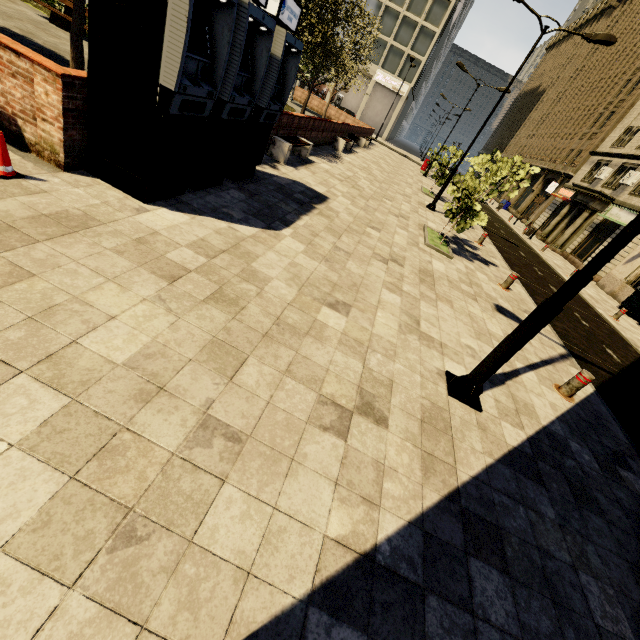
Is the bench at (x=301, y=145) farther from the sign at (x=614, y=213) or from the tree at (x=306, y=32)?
the sign at (x=614, y=213)

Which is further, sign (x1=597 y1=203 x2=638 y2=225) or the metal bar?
sign (x1=597 y1=203 x2=638 y2=225)

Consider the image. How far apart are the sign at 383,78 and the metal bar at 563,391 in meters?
49.2

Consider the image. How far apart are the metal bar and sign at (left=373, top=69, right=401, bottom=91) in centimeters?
4916cm

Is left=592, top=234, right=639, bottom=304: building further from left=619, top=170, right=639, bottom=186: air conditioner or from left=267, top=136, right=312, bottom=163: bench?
left=267, top=136, right=312, bottom=163: bench

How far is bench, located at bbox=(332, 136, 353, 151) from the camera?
17.99m

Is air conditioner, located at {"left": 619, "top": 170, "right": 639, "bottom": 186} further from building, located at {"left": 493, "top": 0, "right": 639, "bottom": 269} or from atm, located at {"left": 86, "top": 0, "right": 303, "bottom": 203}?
atm, located at {"left": 86, "top": 0, "right": 303, "bottom": 203}

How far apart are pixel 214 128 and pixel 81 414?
4.9m
